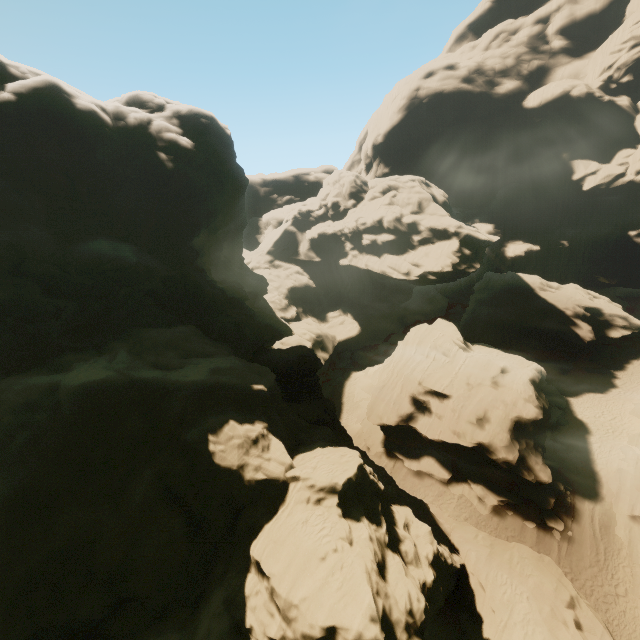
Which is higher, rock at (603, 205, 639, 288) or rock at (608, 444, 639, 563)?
rock at (603, 205, 639, 288)

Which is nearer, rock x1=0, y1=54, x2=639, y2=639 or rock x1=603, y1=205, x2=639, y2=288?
rock x1=0, y1=54, x2=639, y2=639

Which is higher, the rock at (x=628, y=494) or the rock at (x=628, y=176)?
the rock at (x=628, y=176)

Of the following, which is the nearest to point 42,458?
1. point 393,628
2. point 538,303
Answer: point 393,628

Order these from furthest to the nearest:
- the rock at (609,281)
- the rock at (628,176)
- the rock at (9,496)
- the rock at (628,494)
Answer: the rock at (628,176) → the rock at (609,281) → the rock at (628,494) → the rock at (9,496)
